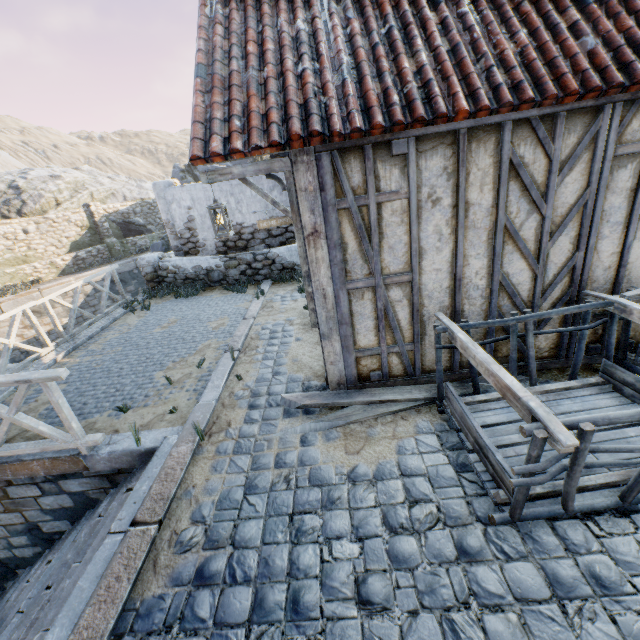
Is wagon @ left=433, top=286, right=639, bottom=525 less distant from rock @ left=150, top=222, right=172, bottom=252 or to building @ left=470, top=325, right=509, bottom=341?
building @ left=470, top=325, right=509, bottom=341

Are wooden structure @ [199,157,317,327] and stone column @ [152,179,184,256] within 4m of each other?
no

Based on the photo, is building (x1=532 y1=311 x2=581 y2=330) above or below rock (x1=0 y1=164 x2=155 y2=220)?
below

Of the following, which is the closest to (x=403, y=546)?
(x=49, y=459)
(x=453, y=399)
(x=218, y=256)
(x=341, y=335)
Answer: (x=453, y=399)

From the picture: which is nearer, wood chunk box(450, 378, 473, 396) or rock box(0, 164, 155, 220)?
wood chunk box(450, 378, 473, 396)

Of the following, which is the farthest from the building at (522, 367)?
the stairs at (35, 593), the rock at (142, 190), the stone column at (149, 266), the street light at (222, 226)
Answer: the rock at (142, 190)

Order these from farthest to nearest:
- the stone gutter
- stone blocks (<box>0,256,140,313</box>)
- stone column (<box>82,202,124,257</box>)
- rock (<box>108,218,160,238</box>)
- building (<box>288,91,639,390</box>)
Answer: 1. rock (<box>108,218,160,238</box>)
2. stone column (<box>82,202,124,257</box>)
3. stone blocks (<box>0,256,140,313</box>)
4. the stone gutter
5. building (<box>288,91,639,390</box>)

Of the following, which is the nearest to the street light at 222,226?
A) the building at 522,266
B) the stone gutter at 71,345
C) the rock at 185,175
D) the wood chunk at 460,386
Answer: the building at 522,266
